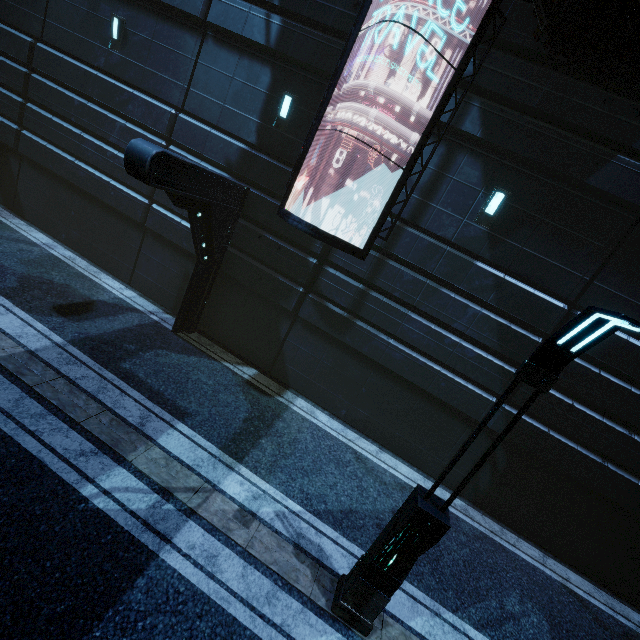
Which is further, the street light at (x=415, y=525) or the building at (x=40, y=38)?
the building at (x=40, y=38)

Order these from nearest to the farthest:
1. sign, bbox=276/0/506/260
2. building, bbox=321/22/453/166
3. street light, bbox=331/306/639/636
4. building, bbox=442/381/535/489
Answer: street light, bbox=331/306/639/636 < sign, bbox=276/0/506/260 < building, bbox=321/22/453/166 < building, bbox=442/381/535/489

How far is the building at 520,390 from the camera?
8.1m

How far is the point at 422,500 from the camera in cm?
439

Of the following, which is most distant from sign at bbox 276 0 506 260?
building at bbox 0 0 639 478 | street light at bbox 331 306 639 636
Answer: street light at bbox 331 306 639 636

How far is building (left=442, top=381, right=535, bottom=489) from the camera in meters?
8.1 m
